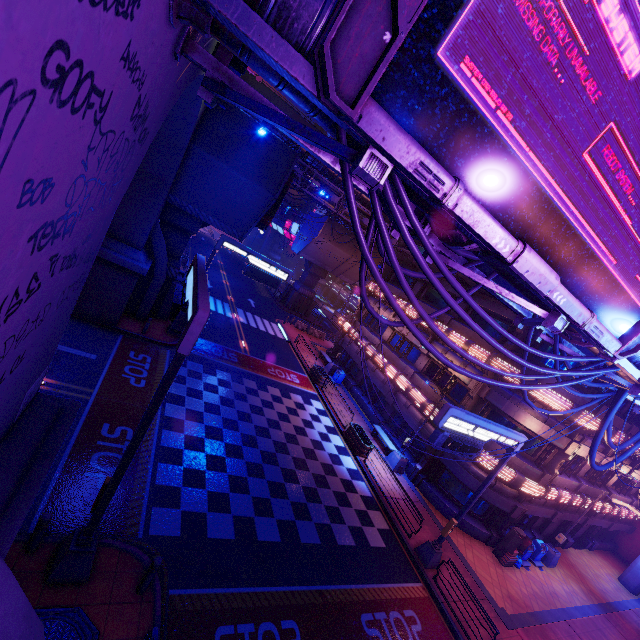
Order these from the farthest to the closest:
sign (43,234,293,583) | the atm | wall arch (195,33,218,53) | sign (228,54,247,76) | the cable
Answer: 1. the atm
2. sign (228,54,247,76)
3. sign (43,234,293,583)
4. wall arch (195,33,218,53)
5. the cable

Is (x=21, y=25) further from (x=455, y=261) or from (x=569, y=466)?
(x=569, y=466)

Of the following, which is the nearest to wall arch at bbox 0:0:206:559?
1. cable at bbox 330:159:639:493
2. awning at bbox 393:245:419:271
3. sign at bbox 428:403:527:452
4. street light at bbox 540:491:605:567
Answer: cable at bbox 330:159:639:493

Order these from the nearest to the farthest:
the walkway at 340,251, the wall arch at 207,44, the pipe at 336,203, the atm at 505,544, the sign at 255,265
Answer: the wall arch at 207,44 < the sign at 255,265 < the atm at 505,544 < the pipe at 336,203 < the walkway at 340,251

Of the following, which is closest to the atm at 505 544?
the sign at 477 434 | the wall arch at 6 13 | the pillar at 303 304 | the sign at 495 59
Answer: the sign at 477 434

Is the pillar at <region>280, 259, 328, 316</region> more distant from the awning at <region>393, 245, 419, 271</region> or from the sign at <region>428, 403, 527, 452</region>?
the sign at <region>428, 403, 527, 452</region>

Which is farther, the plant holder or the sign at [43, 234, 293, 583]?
the plant holder

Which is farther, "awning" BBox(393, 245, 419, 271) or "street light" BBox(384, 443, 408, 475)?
"awning" BBox(393, 245, 419, 271)
